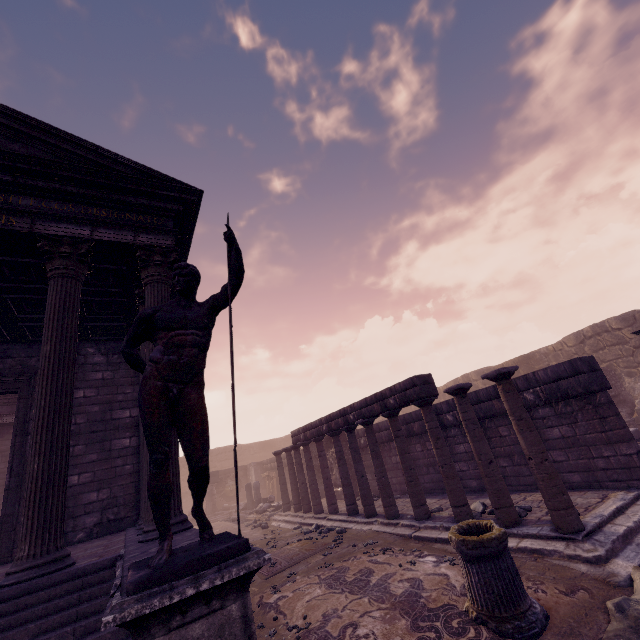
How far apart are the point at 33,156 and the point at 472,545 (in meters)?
8.62

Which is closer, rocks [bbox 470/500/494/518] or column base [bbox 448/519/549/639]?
column base [bbox 448/519/549/639]

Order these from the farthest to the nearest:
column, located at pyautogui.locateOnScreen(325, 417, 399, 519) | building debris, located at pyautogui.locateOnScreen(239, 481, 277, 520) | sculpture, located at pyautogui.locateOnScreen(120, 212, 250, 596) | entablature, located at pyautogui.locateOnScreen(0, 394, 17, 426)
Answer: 1. building debris, located at pyautogui.locateOnScreen(239, 481, 277, 520)
2. entablature, located at pyautogui.locateOnScreen(0, 394, 17, 426)
3. column, located at pyautogui.locateOnScreen(325, 417, 399, 519)
4. sculpture, located at pyautogui.locateOnScreen(120, 212, 250, 596)

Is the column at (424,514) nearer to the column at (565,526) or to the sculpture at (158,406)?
the column at (565,526)

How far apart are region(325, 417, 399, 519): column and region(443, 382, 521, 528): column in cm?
391

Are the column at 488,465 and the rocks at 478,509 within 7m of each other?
yes

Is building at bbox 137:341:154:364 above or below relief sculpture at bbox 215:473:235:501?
above

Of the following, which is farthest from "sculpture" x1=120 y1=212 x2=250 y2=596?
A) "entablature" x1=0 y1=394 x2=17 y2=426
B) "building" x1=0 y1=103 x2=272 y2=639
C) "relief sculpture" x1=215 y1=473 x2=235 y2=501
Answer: "relief sculpture" x1=215 y1=473 x2=235 y2=501
